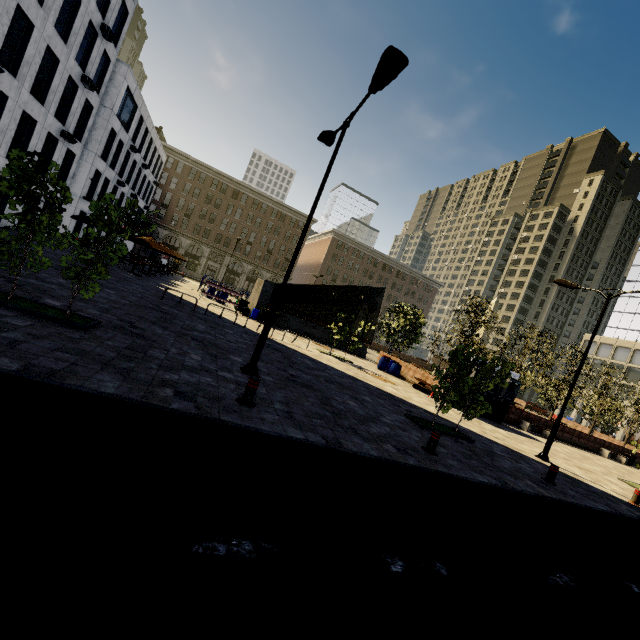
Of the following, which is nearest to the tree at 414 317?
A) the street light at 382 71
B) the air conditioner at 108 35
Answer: the street light at 382 71

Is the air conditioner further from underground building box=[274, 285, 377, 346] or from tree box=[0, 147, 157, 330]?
tree box=[0, 147, 157, 330]

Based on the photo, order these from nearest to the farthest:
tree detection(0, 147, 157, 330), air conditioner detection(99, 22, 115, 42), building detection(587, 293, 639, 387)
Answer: tree detection(0, 147, 157, 330) < air conditioner detection(99, 22, 115, 42) < building detection(587, 293, 639, 387)

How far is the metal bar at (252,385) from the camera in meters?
6.5 m

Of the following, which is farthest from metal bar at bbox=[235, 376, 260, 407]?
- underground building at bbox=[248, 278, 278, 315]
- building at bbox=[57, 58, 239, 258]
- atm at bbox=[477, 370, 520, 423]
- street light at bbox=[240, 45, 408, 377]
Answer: underground building at bbox=[248, 278, 278, 315]

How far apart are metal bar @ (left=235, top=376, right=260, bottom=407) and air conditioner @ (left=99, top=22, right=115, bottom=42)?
28.81m

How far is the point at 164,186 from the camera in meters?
56.8 m

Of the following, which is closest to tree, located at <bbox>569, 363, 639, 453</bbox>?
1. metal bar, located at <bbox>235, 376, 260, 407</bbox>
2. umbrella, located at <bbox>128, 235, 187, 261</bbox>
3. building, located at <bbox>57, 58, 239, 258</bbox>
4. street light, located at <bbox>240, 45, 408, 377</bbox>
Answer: building, located at <bbox>57, 58, 239, 258</bbox>
